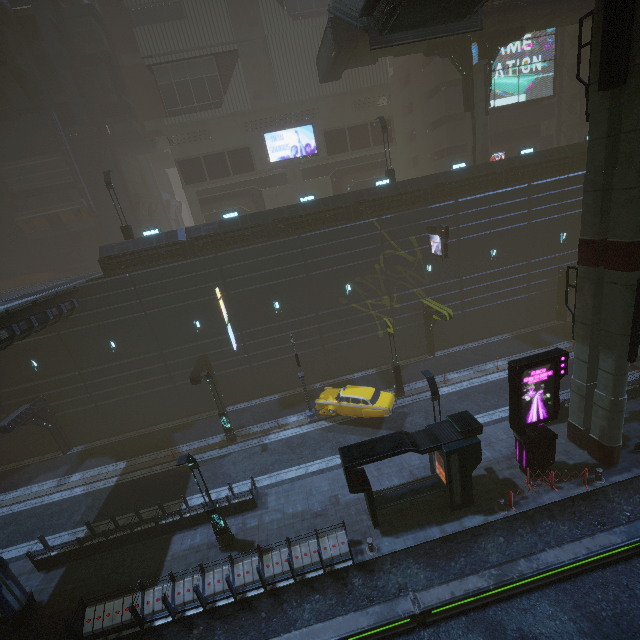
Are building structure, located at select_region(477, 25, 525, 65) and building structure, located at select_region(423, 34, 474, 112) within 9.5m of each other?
yes

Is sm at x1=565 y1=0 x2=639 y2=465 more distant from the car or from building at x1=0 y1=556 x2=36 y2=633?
the car

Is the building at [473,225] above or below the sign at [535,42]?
below

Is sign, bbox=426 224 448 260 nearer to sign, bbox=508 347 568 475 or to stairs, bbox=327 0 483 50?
stairs, bbox=327 0 483 50

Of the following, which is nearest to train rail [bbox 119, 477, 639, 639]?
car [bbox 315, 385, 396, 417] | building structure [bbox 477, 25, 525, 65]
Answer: car [bbox 315, 385, 396, 417]

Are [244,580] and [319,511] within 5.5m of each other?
yes

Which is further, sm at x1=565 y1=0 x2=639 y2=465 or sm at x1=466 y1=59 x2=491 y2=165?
sm at x1=466 y1=59 x2=491 y2=165

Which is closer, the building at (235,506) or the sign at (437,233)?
the building at (235,506)
